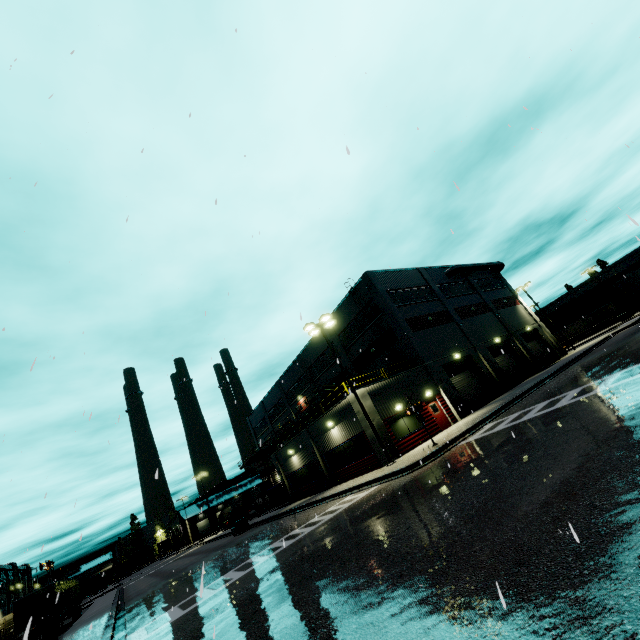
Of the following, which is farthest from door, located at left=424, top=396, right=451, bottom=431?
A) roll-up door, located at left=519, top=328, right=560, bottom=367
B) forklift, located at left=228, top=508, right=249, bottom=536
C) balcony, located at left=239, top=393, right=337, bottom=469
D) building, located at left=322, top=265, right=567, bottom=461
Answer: forklift, located at left=228, top=508, right=249, bottom=536

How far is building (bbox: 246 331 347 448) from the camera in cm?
3712

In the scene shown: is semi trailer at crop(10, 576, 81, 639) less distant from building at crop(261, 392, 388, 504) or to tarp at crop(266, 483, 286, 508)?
building at crop(261, 392, 388, 504)

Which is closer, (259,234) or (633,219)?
(633,219)

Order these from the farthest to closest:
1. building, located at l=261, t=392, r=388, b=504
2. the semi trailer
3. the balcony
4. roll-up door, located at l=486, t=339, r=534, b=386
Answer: roll-up door, located at l=486, t=339, r=534, b=386 → the balcony → the semi trailer → building, located at l=261, t=392, r=388, b=504

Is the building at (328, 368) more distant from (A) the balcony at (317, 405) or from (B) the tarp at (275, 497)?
(B) the tarp at (275, 497)

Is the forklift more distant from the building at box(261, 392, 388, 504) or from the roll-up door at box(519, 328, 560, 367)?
the roll-up door at box(519, 328, 560, 367)

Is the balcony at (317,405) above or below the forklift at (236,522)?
above
